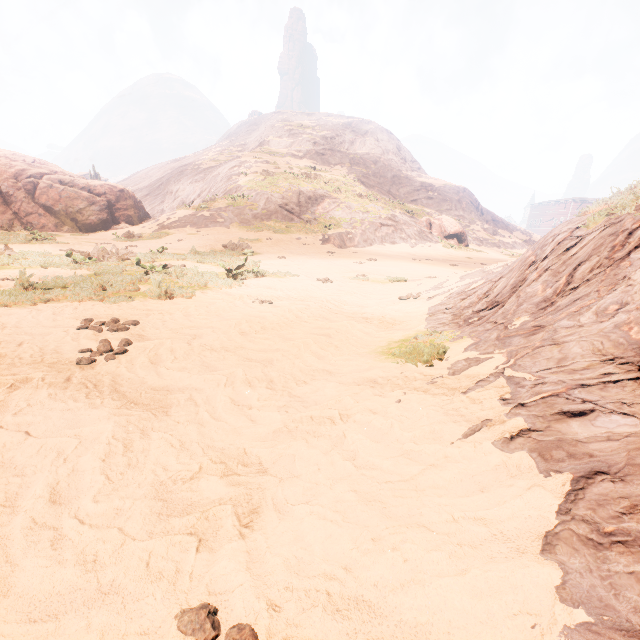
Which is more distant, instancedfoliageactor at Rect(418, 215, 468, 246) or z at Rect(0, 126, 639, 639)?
instancedfoliageactor at Rect(418, 215, 468, 246)

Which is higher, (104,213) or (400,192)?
(400,192)

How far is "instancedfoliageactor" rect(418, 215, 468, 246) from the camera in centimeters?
→ 3188cm

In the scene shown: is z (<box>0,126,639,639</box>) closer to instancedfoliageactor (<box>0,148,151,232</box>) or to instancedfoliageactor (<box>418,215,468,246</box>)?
instancedfoliageactor (<box>418,215,468,246</box>)

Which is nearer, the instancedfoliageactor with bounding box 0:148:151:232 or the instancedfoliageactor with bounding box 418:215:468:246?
the instancedfoliageactor with bounding box 0:148:151:232

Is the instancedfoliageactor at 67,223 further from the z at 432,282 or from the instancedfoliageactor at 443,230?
the instancedfoliageactor at 443,230

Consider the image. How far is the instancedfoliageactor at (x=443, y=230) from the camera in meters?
31.9
